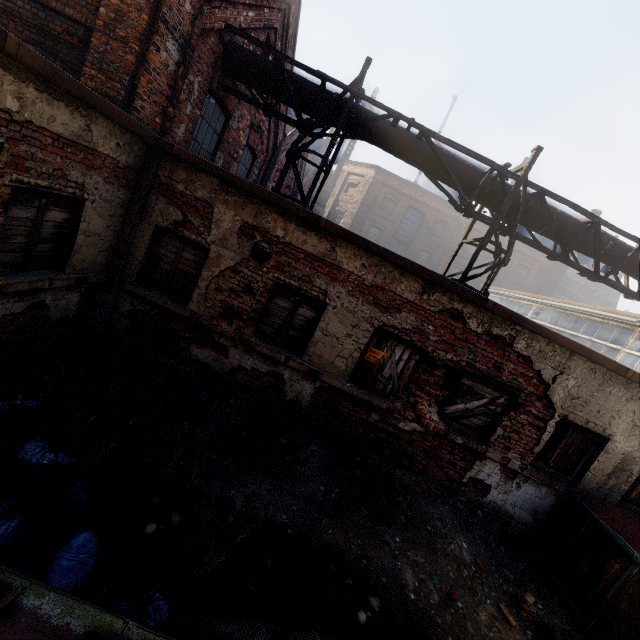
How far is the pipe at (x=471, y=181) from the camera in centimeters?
700cm

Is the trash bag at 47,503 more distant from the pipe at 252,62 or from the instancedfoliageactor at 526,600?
the pipe at 252,62

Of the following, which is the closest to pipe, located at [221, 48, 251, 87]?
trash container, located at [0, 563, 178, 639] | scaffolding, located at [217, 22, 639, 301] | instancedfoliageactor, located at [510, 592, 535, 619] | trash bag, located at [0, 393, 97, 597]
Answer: scaffolding, located at [217, 22, 639, 301]

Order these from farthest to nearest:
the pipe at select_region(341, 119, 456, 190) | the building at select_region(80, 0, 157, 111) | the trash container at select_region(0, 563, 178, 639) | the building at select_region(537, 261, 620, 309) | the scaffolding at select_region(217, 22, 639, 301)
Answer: the building at select_region(537, 261, 620, 309), the pipe at select_region(341, 119, 456, 190), the scaffolding at select_region(217, 22, 639, 301), the building at select_region(80, 0, 157, 111), the trash container at select_region(0, 563, 178, 639)

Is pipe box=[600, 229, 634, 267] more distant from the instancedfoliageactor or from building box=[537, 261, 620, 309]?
building box=[537, 261, 620, 309]

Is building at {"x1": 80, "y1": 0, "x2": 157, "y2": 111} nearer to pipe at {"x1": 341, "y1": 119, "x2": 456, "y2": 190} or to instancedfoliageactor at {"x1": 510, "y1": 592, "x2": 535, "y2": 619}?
pipe at {"x1": 341, "y1": 119, "x2": 456, "y2": 190}

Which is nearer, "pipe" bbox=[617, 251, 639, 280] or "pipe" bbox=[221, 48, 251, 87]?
"pipe" bbox=[221, 48, 251, 87]

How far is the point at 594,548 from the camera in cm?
512
